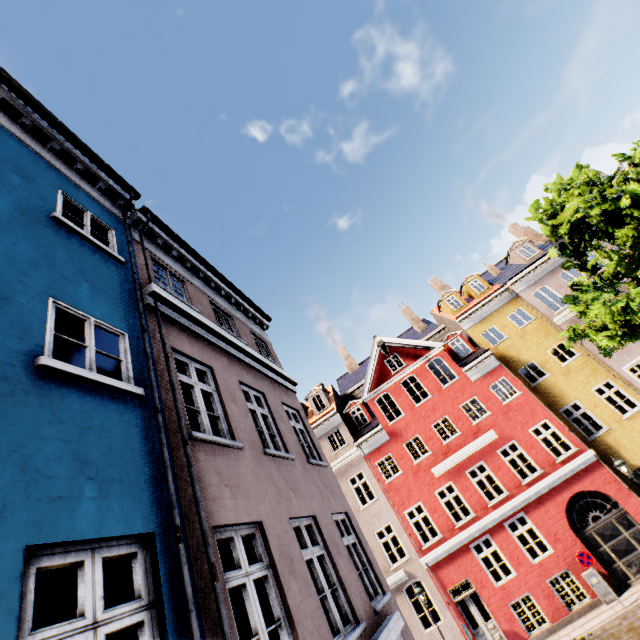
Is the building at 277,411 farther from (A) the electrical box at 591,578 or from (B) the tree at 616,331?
(B) the tree at 616,331

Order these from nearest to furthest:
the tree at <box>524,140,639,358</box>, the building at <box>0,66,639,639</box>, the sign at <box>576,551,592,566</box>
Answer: the building at <box>0,66,639,639</box>
the tree at <box>524,140,639,358</box>
the sign at <box>576,551,592,566</box>

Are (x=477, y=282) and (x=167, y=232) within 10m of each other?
no

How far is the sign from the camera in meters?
12.8

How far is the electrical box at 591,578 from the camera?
13.0 meters

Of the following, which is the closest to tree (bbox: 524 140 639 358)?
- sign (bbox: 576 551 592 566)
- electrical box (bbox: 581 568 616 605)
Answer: sign (bbox: 576 551 592 566)

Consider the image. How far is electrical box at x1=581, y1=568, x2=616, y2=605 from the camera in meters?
13.0 m
